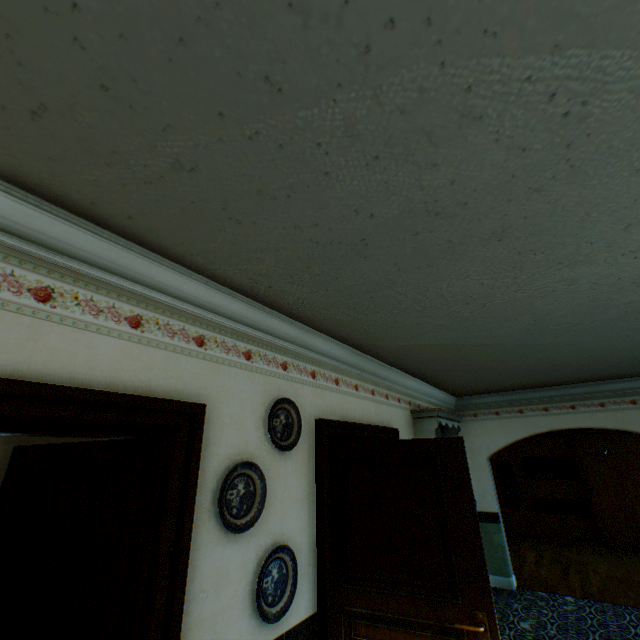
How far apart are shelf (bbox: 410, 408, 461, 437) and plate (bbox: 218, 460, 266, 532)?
3.1 meters

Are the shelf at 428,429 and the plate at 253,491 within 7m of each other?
yes

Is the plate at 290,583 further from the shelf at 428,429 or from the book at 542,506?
the book at 542,506

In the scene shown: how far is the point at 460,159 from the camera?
1.3m

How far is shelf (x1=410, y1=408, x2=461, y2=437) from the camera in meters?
4.5 m

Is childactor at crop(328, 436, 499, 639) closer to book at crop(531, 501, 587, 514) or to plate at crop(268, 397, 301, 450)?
plate at crop(268, 397, 301, 450)

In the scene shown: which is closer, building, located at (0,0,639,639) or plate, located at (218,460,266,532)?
building, located at (0,0,639,639)

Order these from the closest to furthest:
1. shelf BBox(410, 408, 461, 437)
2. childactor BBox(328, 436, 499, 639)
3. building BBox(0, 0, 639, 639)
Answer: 1. building BBox(0, 0, 639, 639)
2. childactor BBox(328, 436, 499, 639)
3. shelf BBox(410, 408, 461, 437)
